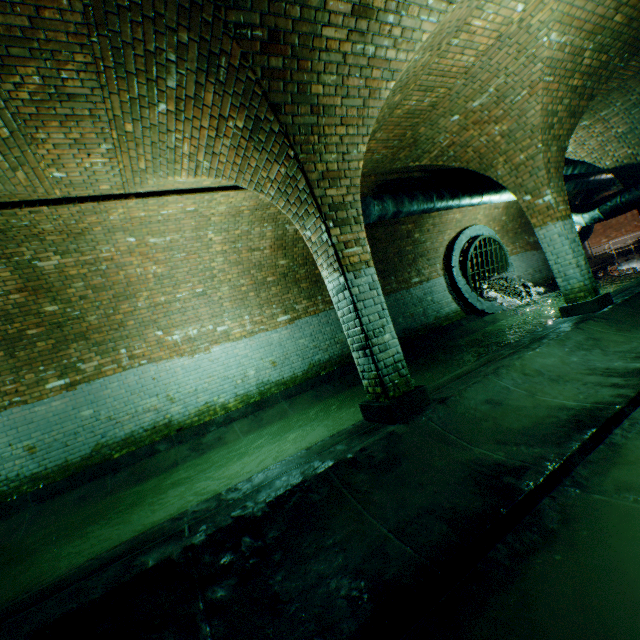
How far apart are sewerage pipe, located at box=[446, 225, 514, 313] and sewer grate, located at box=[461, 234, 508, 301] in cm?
1

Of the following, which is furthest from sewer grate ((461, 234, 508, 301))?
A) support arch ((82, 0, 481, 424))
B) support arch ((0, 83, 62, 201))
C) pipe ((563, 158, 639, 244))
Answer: support arch ((0, 83, 62, 201))

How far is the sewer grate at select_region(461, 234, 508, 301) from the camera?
11.6m

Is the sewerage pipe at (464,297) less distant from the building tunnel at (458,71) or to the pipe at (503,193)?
the building tunnel at (458,71)

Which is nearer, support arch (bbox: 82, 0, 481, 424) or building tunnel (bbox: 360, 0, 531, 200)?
support arch (bbox: 82, 0, 481, 424)

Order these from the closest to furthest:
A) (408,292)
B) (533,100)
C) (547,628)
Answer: (547,628) < (533,100) < (408,292)

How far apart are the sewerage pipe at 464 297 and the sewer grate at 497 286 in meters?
0.0

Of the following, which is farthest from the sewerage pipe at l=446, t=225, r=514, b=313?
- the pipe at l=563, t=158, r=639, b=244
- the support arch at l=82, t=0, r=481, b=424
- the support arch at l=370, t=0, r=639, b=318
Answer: the support arch at l=82, t=0, r=481, b=424
